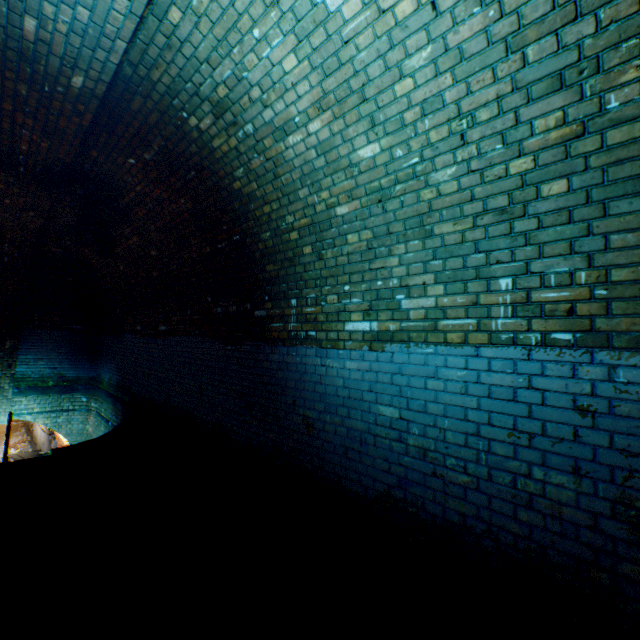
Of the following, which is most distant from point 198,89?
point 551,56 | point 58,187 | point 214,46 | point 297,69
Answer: point 58,187
